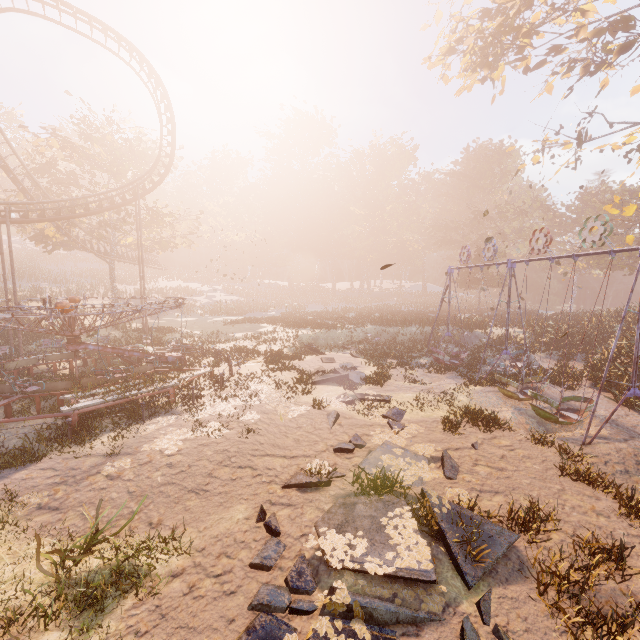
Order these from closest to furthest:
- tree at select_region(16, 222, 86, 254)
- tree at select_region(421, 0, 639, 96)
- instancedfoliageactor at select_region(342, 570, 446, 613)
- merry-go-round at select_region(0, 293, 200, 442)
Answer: instancedfoliageactor at select_region(342, 570, 446, 613) → merry-go-round at select_region(0, 293, 200, 442) → tree at select_region(421, 0, 639, 96) → tree at select_region(16, 222, 86, 254)

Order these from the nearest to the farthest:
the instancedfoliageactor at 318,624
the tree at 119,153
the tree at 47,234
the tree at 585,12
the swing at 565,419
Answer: the instancedfoliageactor at 318,624
the swing at 565,419
the tree at 585,12
the tree at 119,153
the tree at 47,234

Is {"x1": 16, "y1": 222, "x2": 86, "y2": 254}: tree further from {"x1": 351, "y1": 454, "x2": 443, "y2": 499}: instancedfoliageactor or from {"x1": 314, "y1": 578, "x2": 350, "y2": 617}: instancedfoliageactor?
{"x1": 314, "y1": 578, "x2": 350, "y2": 617}: instancedfoliageactor

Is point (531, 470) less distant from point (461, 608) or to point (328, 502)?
point (461, 608)

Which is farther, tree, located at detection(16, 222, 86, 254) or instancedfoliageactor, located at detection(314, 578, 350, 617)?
tree, located at detection(16, 222, 86, 254)

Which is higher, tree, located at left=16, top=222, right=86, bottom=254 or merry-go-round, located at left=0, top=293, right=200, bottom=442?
tree, located at left=16, top=222, right=86, bottom=254

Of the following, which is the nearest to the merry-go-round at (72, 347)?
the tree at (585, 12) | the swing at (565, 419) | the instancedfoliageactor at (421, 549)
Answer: the instancedfoliageactor at (421, 549)

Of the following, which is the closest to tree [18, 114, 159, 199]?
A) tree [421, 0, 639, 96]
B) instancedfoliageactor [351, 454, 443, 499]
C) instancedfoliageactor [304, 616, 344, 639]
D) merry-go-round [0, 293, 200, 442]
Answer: merry-go-round [0, 293, 200, 442]
